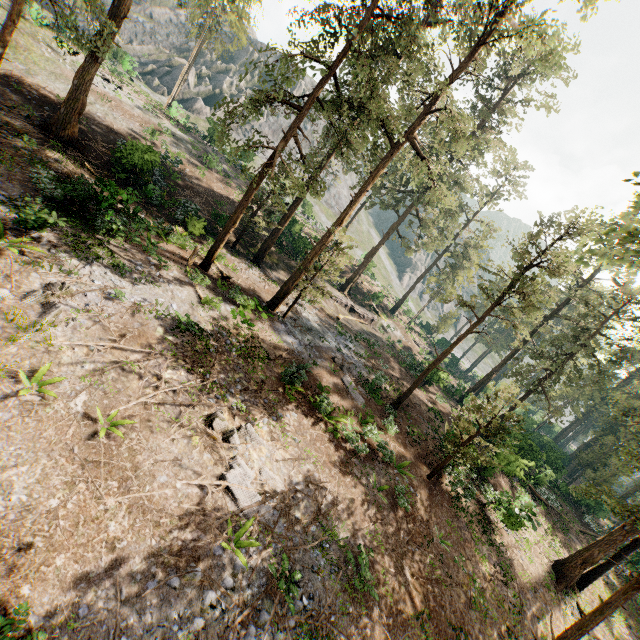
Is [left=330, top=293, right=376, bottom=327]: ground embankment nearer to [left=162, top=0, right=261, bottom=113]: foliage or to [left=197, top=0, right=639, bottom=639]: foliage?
[left=197, top=0, right=639, bottom=639]: foliage

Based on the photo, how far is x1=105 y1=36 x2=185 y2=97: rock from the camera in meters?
39.8

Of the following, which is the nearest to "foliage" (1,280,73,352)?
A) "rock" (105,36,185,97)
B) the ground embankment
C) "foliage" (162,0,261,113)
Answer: the ground embankment

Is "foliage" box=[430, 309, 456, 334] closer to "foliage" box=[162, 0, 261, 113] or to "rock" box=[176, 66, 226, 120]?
"foliage" box=[162, 0, 261, 113]

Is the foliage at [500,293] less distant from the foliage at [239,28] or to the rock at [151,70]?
the foliage at [239,28]

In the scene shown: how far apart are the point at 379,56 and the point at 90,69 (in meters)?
16.07

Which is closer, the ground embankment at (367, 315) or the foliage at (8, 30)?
the foliage at (8, 30)
